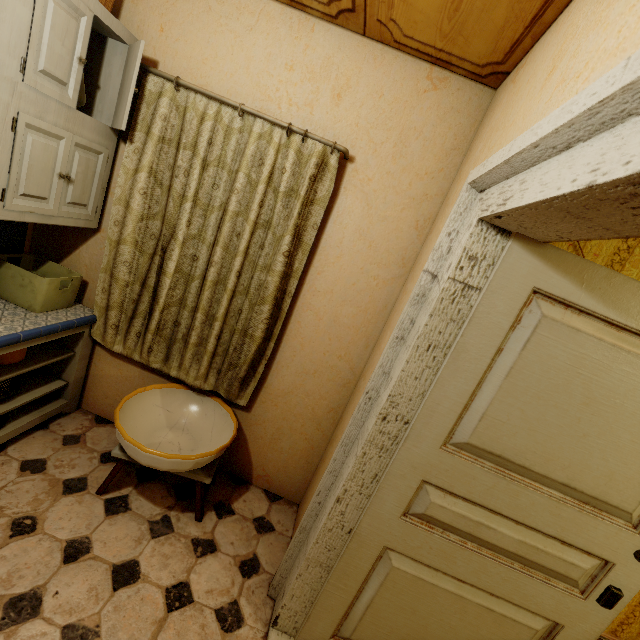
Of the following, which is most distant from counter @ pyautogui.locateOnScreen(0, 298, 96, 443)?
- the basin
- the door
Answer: the door

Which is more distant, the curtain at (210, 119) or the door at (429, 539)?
the curtain at (210, 119)

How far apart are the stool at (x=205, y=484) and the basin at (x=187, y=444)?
0.03m

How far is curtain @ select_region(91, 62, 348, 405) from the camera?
1.8 meters

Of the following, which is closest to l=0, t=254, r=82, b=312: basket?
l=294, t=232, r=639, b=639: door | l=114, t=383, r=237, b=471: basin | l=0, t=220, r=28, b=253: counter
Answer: l=0, t=220, r=28, b=253: counter

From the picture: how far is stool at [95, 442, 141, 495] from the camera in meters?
1.8 m

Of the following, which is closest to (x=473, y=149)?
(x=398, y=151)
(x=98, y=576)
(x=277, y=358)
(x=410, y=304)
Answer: (x=398, y=151)

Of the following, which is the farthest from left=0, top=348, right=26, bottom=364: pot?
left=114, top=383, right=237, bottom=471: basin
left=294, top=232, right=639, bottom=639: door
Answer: left=294, top=232, right=639, bottom=639: door
